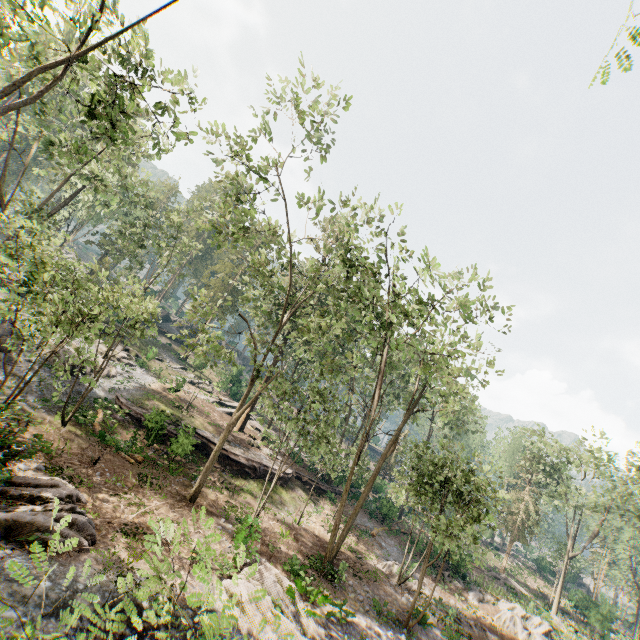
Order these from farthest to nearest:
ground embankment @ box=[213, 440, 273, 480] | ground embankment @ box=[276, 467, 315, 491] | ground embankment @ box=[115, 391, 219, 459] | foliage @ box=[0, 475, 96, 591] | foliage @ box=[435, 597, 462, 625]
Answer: ground embankment @ box=[276, 467, 315, 491] → ground embankment @ box=[213, 440, 273, 480] → ground embankment @ box=[115, 391, 219, 459] → foliage @ box=[435, 597, 462, 625] → foliage @ box=[0, 475, 96, 591]

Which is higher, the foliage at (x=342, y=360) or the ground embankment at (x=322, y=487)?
the foliage at (x=342, y=360)

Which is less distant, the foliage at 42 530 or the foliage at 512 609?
the foliage at 42 530

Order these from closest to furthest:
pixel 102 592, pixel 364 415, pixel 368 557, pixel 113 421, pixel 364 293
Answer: pixel 102 592 < pixel 364 293 < pixel 113 421 < pixel 368 557 < pixel 364 415

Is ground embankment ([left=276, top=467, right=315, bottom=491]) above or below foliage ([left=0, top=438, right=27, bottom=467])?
above

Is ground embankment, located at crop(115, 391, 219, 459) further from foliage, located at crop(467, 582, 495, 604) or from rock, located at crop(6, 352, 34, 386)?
rock, located at crop(6, 352, 34, 386)

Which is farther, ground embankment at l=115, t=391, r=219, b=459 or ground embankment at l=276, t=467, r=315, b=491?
ground embankment at l=276, t=467, r=315, b=491

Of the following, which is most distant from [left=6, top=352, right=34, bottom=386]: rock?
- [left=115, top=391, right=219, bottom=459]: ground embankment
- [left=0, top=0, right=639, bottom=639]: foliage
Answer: [left=115, top=391, right=219, bottom=459]: ground embankment
